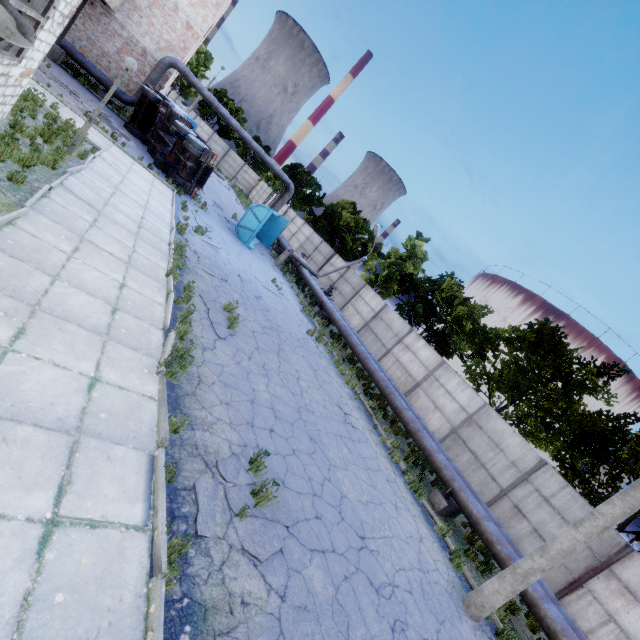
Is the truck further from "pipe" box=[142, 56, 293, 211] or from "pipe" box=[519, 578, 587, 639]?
"pipe" box=[519, 578, 587, 639]

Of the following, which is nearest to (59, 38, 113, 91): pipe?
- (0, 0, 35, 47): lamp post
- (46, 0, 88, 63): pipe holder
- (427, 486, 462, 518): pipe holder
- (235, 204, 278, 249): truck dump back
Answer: (46, 0, 88, 63): pipe holder

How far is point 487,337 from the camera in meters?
16.9

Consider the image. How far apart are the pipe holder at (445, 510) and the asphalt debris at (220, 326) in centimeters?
850cm

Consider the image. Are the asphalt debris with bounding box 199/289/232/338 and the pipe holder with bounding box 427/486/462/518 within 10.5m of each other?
yes

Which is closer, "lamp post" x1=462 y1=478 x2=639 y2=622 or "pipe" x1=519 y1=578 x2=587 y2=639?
"lamp post" x1=462 y1=478 x2=639 y2=622

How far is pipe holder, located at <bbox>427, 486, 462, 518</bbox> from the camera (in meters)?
10.52

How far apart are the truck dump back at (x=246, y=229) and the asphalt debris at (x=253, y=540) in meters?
16.2
